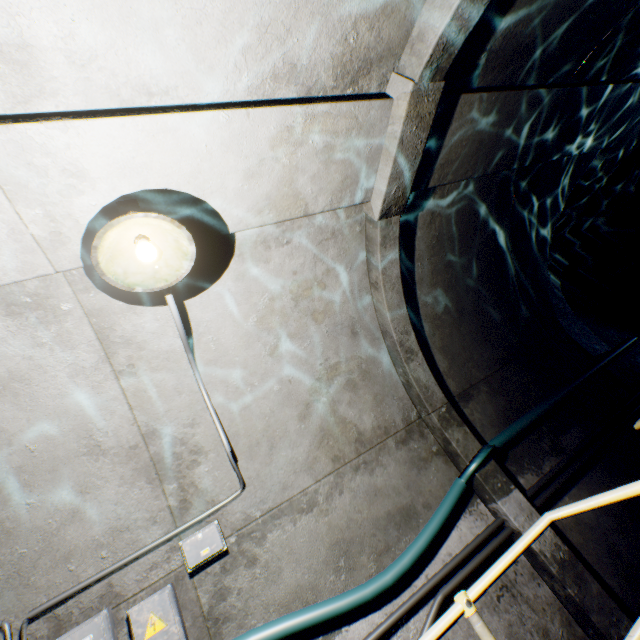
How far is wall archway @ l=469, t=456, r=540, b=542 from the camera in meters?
2.8 m

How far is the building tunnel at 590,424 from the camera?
3.3 meters

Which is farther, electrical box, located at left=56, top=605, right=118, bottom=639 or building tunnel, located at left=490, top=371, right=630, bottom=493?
building tunnel, located at left=490, top=371, right=630, bottom=493

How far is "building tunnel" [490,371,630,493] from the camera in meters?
3.3 m

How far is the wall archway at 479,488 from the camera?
2.83m

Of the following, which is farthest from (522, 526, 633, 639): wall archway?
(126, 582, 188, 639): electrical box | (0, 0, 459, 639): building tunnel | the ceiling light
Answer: (126, 582, 188, 639): electrical box

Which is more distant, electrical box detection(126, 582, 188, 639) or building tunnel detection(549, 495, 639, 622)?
building tunnel detection(549, 495, 639, 622)

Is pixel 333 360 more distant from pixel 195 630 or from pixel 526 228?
pixel 526 228
